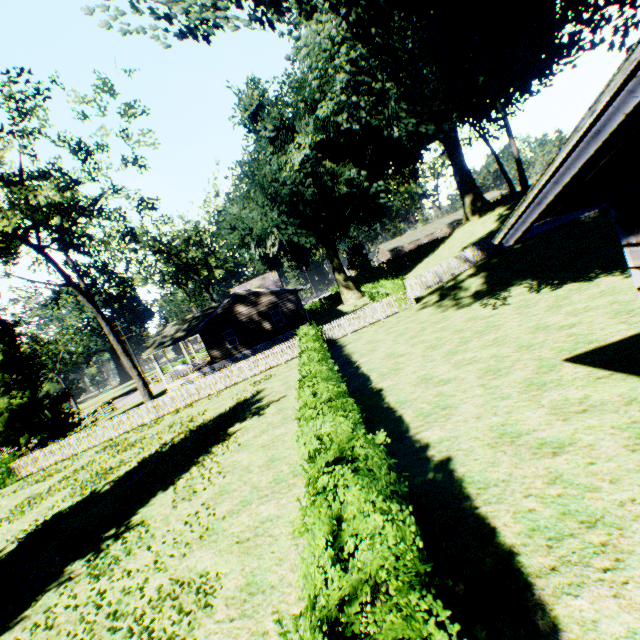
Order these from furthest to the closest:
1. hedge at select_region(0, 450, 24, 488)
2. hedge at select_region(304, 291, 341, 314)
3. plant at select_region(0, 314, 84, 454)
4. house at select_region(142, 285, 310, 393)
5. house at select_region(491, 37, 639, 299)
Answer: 1. hedge at select_region(304, 291, 341, 314)
2. house at select_region(142, 285, 310, 393)
3. plant at select_region(0, 314, 84, 454)
4. hedge at select_region(0, 450, 24, 488)
5. house at select_region(491, 37, 639, 299)

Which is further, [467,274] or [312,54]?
[312,54]

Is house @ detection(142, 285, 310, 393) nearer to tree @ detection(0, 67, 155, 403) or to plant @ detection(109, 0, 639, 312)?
plant @ detection(109, 0, 639, 312)

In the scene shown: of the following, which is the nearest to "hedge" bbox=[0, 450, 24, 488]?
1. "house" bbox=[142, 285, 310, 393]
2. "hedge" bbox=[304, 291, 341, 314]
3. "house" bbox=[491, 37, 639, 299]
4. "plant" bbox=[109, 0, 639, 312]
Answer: "house" bbox=[491, 37, 639, 299]

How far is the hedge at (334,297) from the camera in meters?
55.9

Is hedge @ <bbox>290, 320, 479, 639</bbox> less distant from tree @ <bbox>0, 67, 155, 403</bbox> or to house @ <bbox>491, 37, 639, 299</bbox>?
house @ <bbox>491, 37, 639, 299</bbox>

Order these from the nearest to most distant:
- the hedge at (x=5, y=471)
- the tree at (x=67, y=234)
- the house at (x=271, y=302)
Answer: the tree at (x=67, y=234) → the hedge at (x=5, y=471) → the house at (x=271, y=302)

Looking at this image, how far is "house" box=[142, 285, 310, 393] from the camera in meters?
30.9 m
